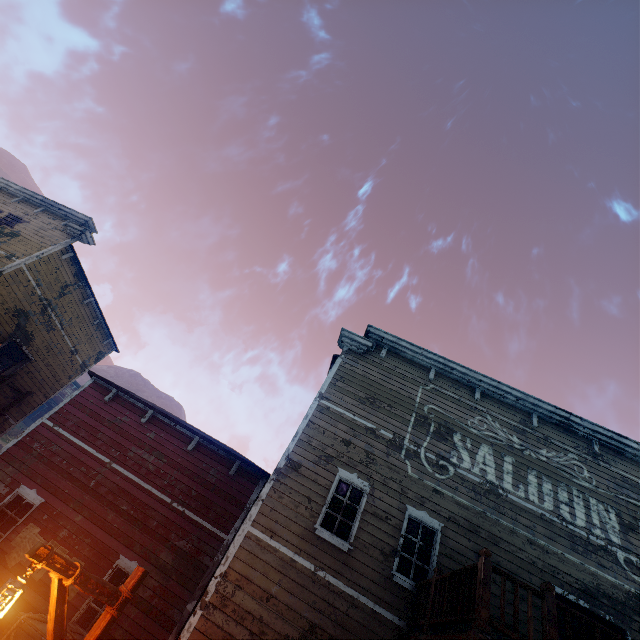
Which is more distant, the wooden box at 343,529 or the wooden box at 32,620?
the wooden box at 343,529

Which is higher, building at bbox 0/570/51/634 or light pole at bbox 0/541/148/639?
light pole at bbox 0/541/148/639

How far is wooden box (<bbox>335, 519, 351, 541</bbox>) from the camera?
8.4m

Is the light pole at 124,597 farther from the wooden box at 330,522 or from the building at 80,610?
the wooden box at 330,522

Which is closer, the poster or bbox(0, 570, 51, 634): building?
bbox(0, 570, 51, 634): building

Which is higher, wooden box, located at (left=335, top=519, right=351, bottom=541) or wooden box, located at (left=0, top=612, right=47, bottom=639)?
wooden box, located at (left=335, top=519, right=351, bottom=541)

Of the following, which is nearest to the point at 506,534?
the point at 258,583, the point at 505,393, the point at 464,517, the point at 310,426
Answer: the point at 464,517

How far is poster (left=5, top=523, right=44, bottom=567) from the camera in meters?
8.7 m
